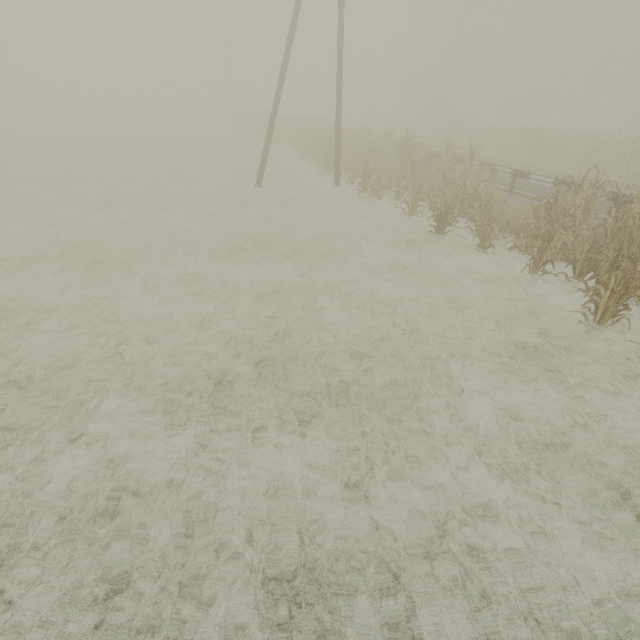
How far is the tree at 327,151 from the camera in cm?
1781

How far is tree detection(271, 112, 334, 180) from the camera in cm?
1781

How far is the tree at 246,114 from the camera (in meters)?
32.56

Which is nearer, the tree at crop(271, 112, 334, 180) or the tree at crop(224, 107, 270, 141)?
the tree at crop(271, 112, 334, 180)

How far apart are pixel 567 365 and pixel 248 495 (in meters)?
5.99

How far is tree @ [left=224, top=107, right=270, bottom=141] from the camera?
32.6m
